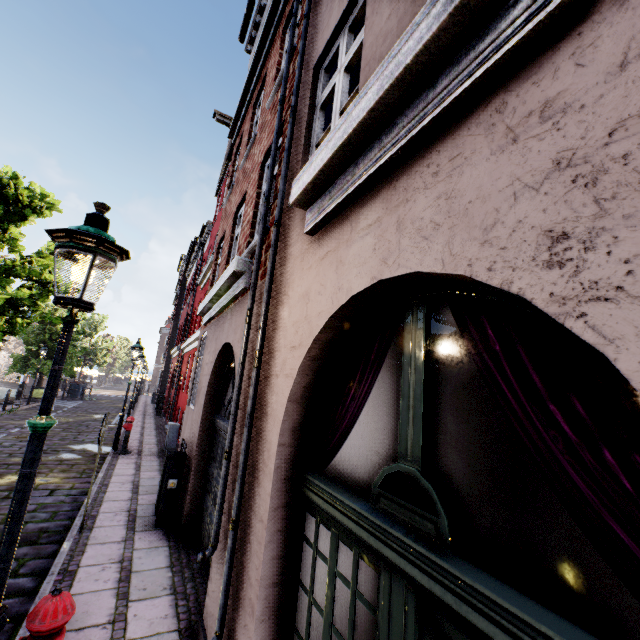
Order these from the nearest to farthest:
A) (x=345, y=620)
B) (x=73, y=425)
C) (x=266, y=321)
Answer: (x=345, y=620) < (x=266, y=321) < (x=73, y=425)

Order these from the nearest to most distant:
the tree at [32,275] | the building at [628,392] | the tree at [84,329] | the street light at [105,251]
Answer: the building at [628,392], the street light at [105,251], the tree at [32,275], the tree at [84,329]

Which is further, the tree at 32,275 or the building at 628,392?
the tree at 32,275

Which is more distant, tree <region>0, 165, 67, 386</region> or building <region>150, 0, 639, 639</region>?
tree <region>0, 165, 67, 386</region>

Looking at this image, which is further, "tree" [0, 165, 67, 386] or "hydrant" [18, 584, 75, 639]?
"tree" [0, 165, 67, 386]

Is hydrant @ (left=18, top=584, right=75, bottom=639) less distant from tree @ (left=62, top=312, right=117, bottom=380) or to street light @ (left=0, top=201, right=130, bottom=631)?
street light @ (left=0, top=201, right=130, bottom=631)
